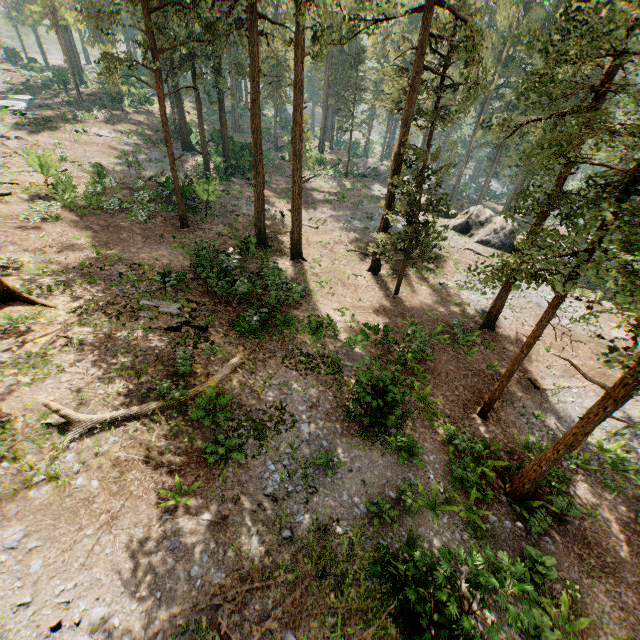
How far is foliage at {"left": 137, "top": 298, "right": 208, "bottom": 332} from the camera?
14.30m

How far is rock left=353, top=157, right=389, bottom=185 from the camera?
46.9 meters

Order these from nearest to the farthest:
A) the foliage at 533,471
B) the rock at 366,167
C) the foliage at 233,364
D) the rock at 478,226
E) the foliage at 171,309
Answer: the foliage at 533,471
the foliage at 233,364
the foliage at 171,309
the rock at 478,226
the rock at 366,167

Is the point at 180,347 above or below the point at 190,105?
above

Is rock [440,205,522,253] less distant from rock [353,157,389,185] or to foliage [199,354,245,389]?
rock [353,157,389,185]

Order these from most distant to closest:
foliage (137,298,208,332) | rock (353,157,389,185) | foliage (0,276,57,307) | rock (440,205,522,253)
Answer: rock (353,157,389,185), rock (440,205,522,253), foliage (137,298,208,332), foliage (0,276,57,307)

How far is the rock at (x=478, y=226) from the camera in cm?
3162
